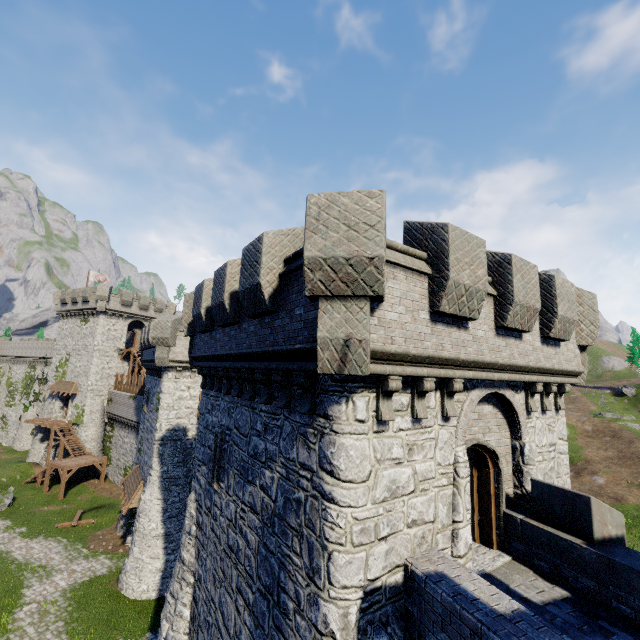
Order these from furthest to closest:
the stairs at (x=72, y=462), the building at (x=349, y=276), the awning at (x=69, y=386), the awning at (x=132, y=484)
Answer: the awning at (x=69, y=386) < the stairs at (x=72, y=462) < the awning at (x=132, y=484) < the building at (x=349, y=276)

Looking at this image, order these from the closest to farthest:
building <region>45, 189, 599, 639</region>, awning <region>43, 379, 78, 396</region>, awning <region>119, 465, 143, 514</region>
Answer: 1. building <region>45, 189, 599, 639</region>
2. awning <region>119, 465, 143, 514</region>
3. awning <region>43, 379, 78, 396</region>

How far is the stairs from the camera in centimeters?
3269cm

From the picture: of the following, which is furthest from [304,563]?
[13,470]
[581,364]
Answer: [13,470]

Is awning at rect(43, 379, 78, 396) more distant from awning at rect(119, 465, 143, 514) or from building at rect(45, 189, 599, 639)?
awning at rect(119, 465, 143, 514)

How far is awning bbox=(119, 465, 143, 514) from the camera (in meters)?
21.69

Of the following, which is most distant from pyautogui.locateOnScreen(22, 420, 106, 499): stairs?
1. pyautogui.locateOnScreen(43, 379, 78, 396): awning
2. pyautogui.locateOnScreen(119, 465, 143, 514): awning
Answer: pyautogui.locateOnScreen(119, 465, 143, 514): awning

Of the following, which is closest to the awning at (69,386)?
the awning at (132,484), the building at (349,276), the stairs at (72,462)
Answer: the stairs at (72,462)
